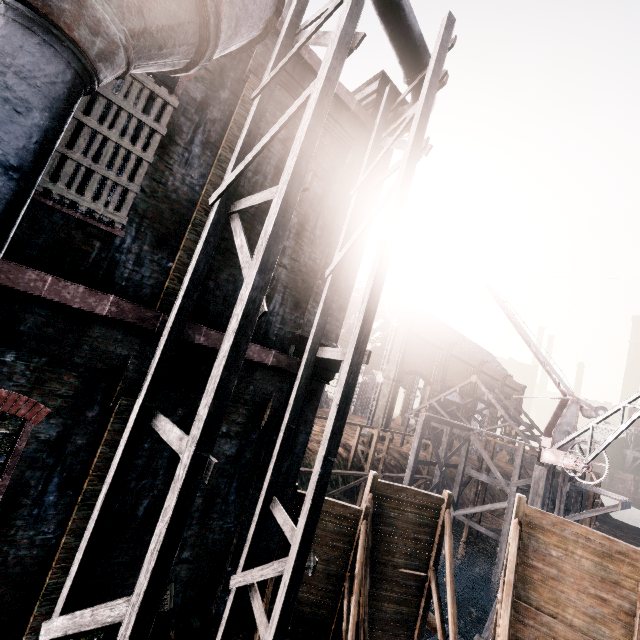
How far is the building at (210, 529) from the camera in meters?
7.6

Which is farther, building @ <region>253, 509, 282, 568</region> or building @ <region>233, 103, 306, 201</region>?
building @ <region>253, 509, 282, 568</region>

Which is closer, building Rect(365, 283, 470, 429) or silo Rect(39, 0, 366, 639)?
silo Rect(39, 0, 366, 639)

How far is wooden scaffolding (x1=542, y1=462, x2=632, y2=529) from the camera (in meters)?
18.38

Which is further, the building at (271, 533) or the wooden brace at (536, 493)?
the wooden brace at (536, 493)

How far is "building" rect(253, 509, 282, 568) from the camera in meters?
8.4

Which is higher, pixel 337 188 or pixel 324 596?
pixel 337 188

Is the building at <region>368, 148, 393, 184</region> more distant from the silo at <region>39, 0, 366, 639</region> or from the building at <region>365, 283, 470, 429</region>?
the building at <region>365, 283, 470, 429</region>
